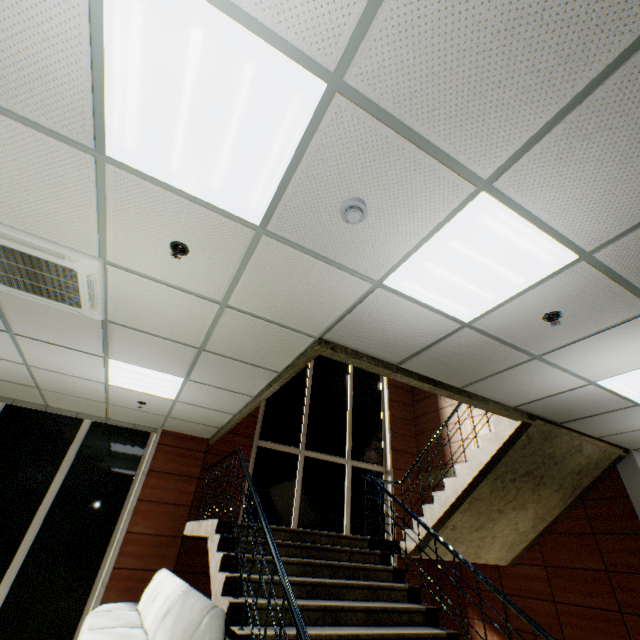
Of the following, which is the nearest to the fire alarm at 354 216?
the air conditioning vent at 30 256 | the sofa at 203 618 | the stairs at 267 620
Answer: the stairs at 267 620

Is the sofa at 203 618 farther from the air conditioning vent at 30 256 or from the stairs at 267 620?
the air conditioning vent at 30 256

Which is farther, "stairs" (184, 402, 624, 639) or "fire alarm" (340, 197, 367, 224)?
"stairs" (184, 402, 624, 639)

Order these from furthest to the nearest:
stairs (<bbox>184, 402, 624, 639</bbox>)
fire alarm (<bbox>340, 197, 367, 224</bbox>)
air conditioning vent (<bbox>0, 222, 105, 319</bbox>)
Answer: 1. stairs (<bbox>184, 402, 624, 639</bbox>)
2. air conditioning vent (<bbox>0, 222, 105, 319</bbox>)
3. fire alarm (<bbox>340, 197, 367, 224</bbox>)

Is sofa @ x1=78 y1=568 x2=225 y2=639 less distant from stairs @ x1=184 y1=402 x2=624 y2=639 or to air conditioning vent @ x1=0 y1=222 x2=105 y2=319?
stairs @ x1=184 y1=402 x2=624 y2=639

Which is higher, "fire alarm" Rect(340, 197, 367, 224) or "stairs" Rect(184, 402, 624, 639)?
"fire alarm" Rect(340, 197, 367, 224)

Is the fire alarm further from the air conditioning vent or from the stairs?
the air conditioning vent

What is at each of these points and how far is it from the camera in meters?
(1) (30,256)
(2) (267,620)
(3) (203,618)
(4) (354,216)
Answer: (1) air conditioning vent, 2.5 m
(2) stairs, 2.6 m
(3) sofa, 2.4 m
(4) fire alarm, 2.0 m
